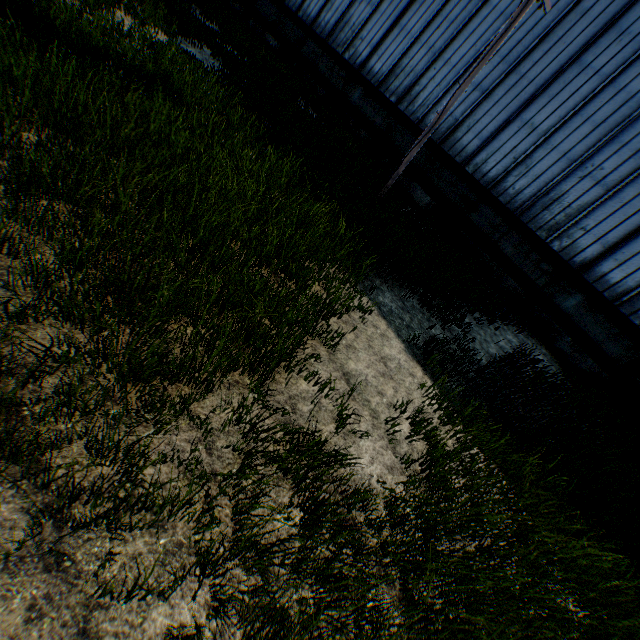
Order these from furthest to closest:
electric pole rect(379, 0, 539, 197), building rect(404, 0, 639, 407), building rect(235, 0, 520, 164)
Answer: building rect(235, 0, 520, 164) → building rect(404, 0, 639, 407) → electric pole rect(379, 0, 539, 197)

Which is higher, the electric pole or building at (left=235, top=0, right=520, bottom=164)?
the electric pole

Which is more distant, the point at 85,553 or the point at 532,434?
the point at 532,434

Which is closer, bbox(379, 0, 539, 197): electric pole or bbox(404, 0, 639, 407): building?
bbox(379, 0, 539, 197): electric pole

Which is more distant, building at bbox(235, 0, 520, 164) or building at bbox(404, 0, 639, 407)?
building at bbox(235, 0, 520, 164)

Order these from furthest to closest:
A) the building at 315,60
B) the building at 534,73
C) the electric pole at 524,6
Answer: the building at 315,60, the building at 534,73, the electric pole at 524,6

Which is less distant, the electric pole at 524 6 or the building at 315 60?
the electric pole at 524 6
